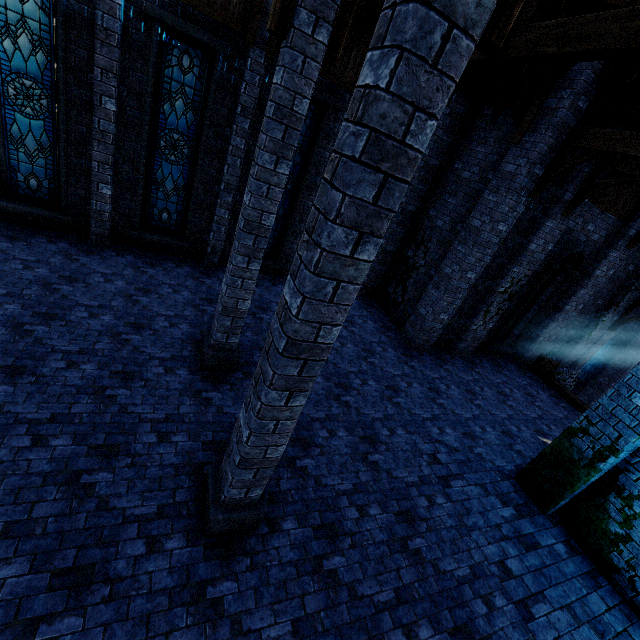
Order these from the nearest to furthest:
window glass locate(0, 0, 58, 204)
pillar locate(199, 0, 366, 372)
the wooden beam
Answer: pillar locate(199, 0, 366, 372) < window glass locate(0, 0, 58, 204) < the wooden beam

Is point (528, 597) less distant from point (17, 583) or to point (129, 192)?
point (17, 583)

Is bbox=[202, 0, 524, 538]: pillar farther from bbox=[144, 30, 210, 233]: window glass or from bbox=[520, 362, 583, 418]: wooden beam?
bbox=[520, 362, 583, 418]: wooden beam

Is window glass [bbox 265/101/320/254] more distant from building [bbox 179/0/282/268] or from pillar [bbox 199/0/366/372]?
pillar [bbox 199/0/366/372]

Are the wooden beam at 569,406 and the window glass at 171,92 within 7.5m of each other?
no

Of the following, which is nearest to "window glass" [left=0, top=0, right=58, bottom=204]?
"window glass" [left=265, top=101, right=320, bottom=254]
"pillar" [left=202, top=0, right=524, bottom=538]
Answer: "window glass" [left=265, top=101, right=320, bottom=254]

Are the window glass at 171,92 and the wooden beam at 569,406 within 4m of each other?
no

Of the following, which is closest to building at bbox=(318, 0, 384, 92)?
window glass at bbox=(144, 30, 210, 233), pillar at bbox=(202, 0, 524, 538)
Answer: pillar at bbox=(202, 0, 524, 538)
